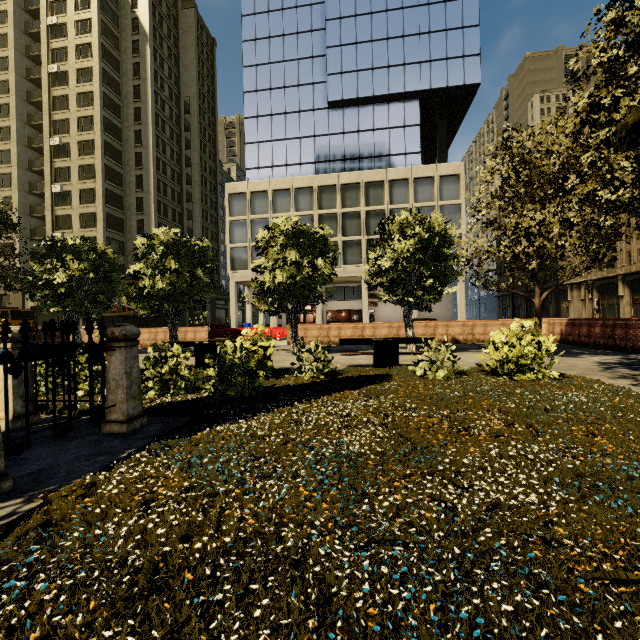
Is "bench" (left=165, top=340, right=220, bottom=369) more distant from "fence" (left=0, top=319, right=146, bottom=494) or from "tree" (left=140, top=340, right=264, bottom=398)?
"fence" (left=0, top=319, right=146, bottom=494)

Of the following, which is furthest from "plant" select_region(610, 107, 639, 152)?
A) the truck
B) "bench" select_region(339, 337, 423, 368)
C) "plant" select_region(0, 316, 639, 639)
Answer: the truck

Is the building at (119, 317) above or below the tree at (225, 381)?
above

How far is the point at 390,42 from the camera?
34.28m

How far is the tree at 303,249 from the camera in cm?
1281

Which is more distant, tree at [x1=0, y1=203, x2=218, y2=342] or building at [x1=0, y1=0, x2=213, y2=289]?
building at [x1=0, y1=0, x2=213, y2=289]

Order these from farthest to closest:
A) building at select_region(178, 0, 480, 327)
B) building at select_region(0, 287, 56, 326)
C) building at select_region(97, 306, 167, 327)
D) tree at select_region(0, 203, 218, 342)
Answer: building at select_region(0, 287, 56, 326) < building at select_region(97, 306, 167, 327) < building at select_region(178, 0, 480, 327) < tree at select_region(0, 203, 218, 342)
